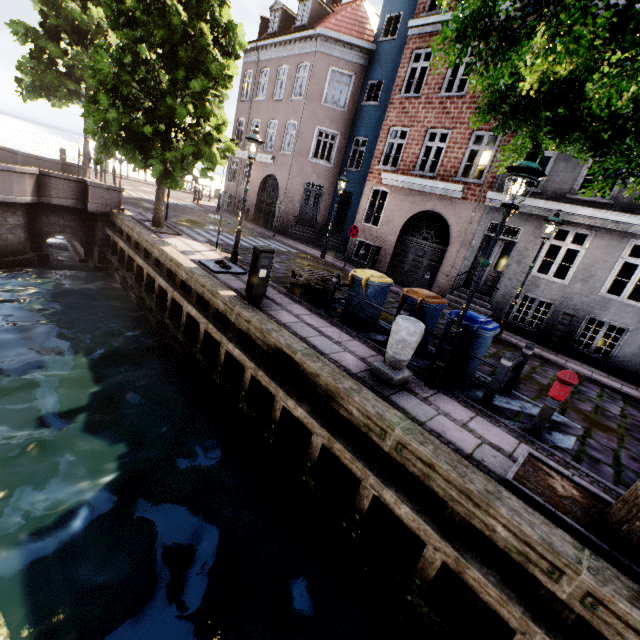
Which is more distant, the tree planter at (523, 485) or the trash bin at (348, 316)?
the trash bin at (348, 316)

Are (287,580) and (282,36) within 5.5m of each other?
no

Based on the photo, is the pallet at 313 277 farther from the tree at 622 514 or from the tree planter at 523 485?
the tree planter at 523 485

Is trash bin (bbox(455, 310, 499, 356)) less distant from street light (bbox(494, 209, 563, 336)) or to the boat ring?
street light (bbox(494, 209, 563, 336))

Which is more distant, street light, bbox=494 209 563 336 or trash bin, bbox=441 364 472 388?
street light, bbox=494 209 563 336

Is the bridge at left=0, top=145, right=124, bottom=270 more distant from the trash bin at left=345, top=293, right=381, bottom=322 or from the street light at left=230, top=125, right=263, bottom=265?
the trash bin at left=345, top=293, right=381, bottom=322

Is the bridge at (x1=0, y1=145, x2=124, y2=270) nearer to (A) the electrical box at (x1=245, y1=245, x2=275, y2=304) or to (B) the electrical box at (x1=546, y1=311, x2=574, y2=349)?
(A) the electrical box at (x1=245, y1=245, x2=275, y2=304)

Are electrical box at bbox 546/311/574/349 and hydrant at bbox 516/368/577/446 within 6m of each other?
no
